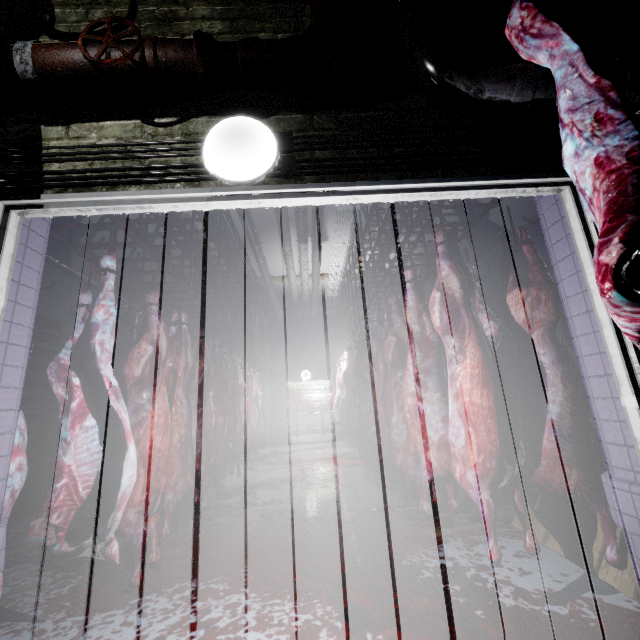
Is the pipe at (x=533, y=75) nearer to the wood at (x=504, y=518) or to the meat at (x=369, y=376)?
the meat at (x=369, y=376)

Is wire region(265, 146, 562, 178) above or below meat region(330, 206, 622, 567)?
above

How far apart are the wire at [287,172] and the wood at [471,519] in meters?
2.6 m

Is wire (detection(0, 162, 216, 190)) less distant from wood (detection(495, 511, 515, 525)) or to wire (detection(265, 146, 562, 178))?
wire (detection(265, 146, 562, 178))

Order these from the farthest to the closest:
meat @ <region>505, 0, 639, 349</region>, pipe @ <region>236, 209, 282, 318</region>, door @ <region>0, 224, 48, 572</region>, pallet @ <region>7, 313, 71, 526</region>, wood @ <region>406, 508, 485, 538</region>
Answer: pipe @ <region>236, 209, 282, 318</region>
pallet @ <region>7, 313, 71, 526</region>
wood @ <region>406, 508, 485, 538</region>
door @ <region>0, 224, 48, 572</region>
meat @ <region>505, 0, 639, 349</region>

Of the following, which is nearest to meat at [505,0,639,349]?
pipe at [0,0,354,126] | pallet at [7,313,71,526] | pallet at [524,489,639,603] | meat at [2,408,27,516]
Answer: pipe at [0,0,354,126]

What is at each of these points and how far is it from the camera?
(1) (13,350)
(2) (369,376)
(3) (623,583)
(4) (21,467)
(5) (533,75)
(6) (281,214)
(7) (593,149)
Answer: (1) door, 1.4m
(2) meat, 4.5m
(3) pallet, 1.6m
(4) meat, 1.7m
(5) pipe, 1.3m
(6) pipe, 5.1m
(7) meat, 0.9m

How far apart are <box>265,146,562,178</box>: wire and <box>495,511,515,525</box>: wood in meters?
2.6
